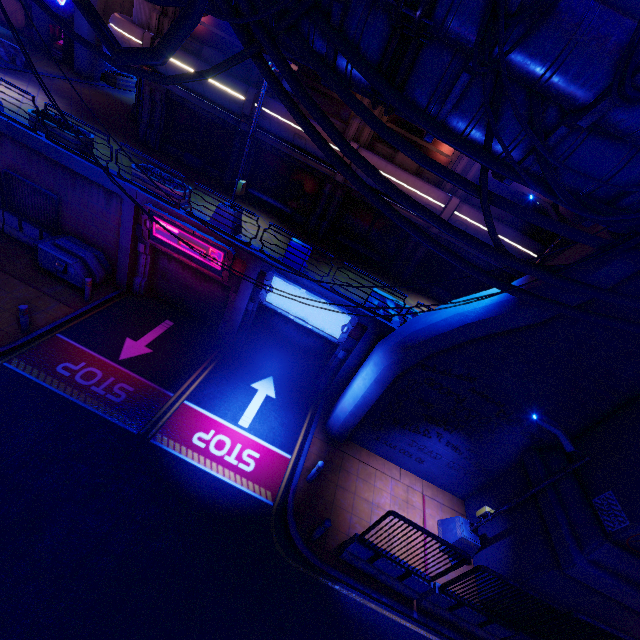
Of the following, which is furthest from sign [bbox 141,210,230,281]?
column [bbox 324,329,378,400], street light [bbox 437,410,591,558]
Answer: street light [bbox 437,410,591,558]

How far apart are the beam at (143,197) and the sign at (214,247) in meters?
0.1 m

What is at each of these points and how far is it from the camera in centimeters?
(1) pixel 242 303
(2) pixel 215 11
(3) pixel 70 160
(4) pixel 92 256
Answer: (1) column, 1305cm
(2) walkway, 543cm
(3) beam, 1188cm
(4) generator, 1299cm

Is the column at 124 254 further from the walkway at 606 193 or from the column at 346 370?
the column at 346 370

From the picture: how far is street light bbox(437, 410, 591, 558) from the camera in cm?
819

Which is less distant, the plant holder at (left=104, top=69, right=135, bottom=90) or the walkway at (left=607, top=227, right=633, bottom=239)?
the walkway at (left=607, top=227, right=633, bottom=239)

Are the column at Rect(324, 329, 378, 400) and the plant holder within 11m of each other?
no

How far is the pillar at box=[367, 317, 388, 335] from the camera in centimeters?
1190cm
